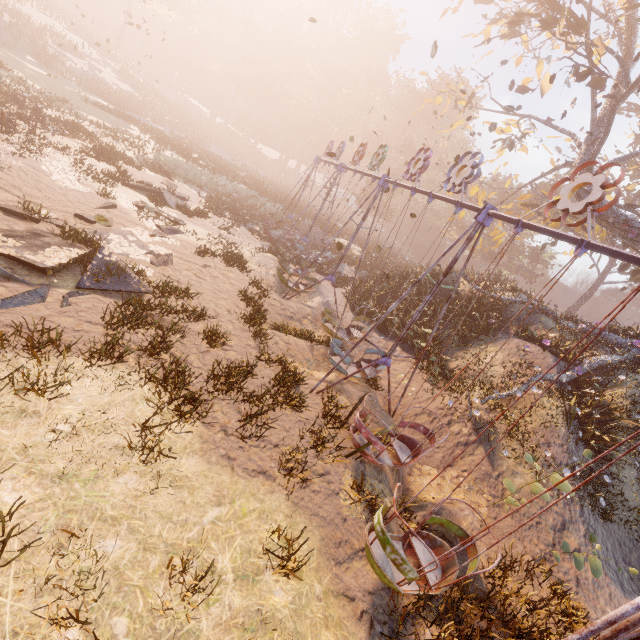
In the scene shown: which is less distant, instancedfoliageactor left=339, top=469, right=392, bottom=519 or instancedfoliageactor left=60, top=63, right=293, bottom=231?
instancedfoliageactor left=339, top=469, right=392, bottom=519

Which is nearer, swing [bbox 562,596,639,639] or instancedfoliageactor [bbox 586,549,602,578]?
swing [bbox 562,596,639,639]

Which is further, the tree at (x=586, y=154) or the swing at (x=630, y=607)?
the tree at (x=586, y=154)

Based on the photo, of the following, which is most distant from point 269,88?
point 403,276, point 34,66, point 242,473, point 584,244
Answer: point 242,473

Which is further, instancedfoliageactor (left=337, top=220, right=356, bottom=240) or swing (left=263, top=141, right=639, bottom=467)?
instancedfoliageactor (left=337, top=220, right=356, bottom=240)

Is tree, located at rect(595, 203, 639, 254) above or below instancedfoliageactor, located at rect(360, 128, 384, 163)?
below

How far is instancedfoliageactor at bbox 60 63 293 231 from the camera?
22.9 meters

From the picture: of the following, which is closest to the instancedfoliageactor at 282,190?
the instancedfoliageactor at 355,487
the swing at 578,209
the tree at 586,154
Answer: the swing at 578,209
